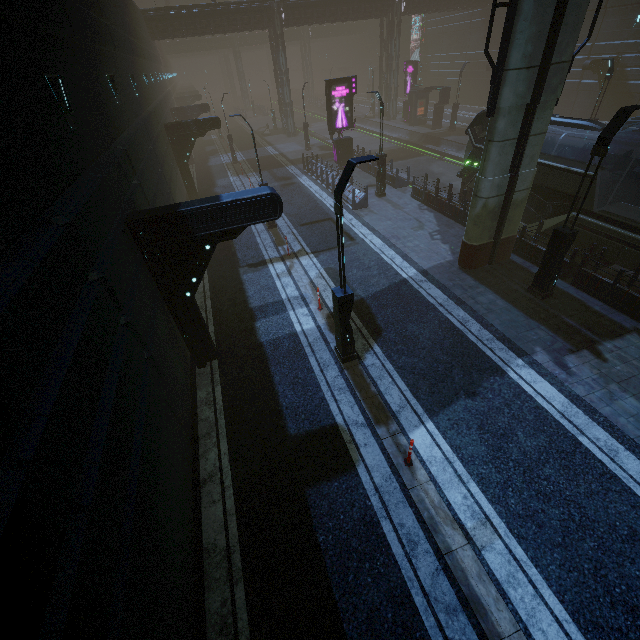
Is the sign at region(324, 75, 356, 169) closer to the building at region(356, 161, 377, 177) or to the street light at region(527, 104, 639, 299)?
the building at region(356, 161, 377, 177)

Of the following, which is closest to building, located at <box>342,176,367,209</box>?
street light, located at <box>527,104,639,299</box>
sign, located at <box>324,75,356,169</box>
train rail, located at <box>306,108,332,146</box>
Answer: train rail, located at <box>306,108,332,146</box>

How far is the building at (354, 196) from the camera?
18.97m

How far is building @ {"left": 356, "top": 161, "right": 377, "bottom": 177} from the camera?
23.7m

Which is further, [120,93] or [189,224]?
[120,93]

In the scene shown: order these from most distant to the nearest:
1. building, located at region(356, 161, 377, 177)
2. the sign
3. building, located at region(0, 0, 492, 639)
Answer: building, located at region(356, 161, 377, 177) < the sign < building, located at region(0, 0, 492, 639)

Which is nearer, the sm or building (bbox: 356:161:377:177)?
the sm

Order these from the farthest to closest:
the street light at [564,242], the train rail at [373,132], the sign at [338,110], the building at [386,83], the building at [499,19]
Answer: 1. the building at [499,19]
2. the train rail at [373,132]
3. the sign at [338,110]
4. the street light at [564,242]
5. the building at [386,83]
